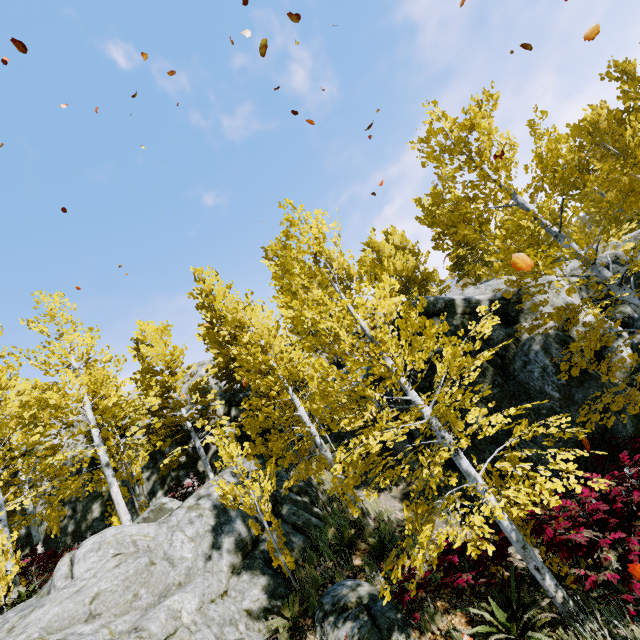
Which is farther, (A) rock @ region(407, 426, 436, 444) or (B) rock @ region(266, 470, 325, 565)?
(A) rock @ region(407, 426, 436, 444)

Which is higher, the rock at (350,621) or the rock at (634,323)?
the rock at (634,323)

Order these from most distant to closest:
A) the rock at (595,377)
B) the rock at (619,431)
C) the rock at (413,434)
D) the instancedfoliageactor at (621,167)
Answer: the rock at (413,434)
the rock at (595,377)
the rock at (619,431)
the instancedfoliageactor at (621,167)

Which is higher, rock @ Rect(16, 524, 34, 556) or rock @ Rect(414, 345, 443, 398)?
rock @ Rect(16, 524, 34, 556)

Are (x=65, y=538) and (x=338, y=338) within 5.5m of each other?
no

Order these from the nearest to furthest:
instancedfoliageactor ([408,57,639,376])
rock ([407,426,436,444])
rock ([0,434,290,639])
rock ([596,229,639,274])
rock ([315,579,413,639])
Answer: rock ([315,579,413,639]), rock ([0,434,290,639]), instancedfoliageactor ([408,57,639,376]), rock ([596,229,639,274]), rock ([407,426,436,444])

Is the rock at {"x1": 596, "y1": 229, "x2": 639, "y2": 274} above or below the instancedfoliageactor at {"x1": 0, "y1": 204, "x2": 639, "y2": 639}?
above
